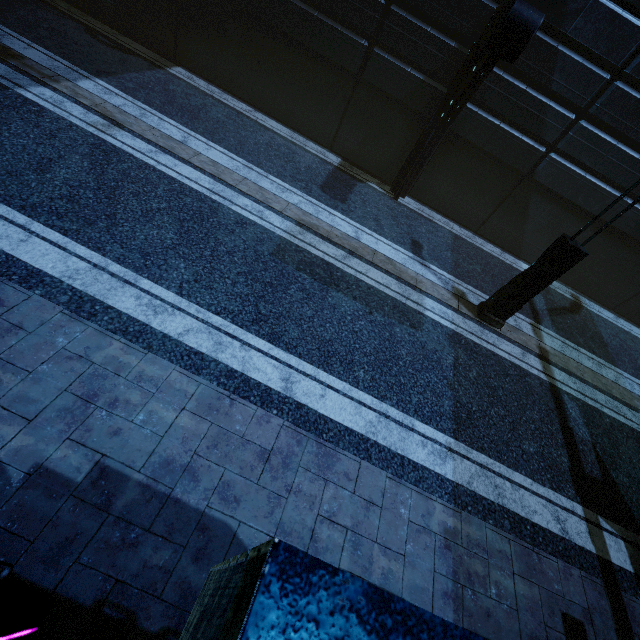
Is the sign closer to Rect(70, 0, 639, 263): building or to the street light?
Rect(70, 0, 639, 263): building

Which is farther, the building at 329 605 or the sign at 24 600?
the sign at 24 600

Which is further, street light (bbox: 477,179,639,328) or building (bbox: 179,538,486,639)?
street light (bbox: 477,179,639,328)

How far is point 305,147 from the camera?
10.67m

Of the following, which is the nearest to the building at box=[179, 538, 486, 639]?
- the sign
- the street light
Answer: the sign

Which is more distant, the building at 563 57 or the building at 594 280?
the building at 594 280

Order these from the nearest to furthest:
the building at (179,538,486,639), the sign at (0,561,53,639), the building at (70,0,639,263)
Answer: the building at (179,538,486,639) → the sign at (0,561,53,639) → the building at (70,0,639,263)
